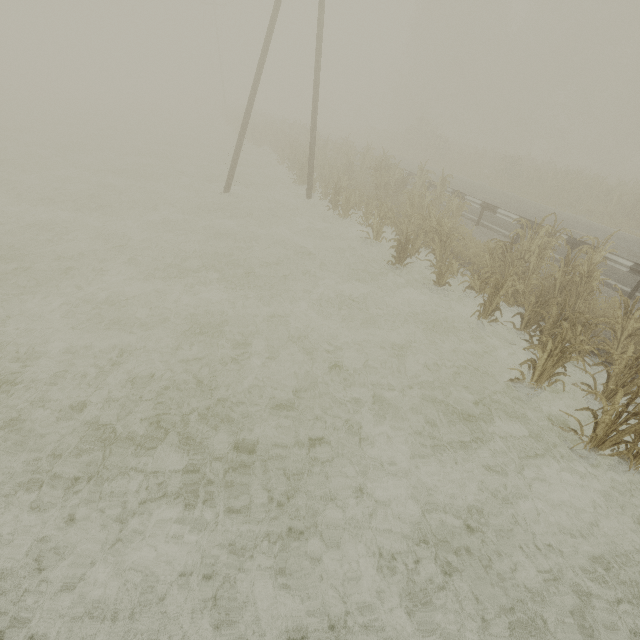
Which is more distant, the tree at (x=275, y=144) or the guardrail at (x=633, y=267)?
the tree at (x=275, y=144)

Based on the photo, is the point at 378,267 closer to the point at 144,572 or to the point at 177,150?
the point at 144,572

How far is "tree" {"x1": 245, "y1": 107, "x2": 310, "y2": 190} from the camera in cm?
1748

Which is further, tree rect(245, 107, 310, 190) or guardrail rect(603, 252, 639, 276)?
tree rect(245, 107, 310, 190)

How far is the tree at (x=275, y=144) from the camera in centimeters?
1748cm
